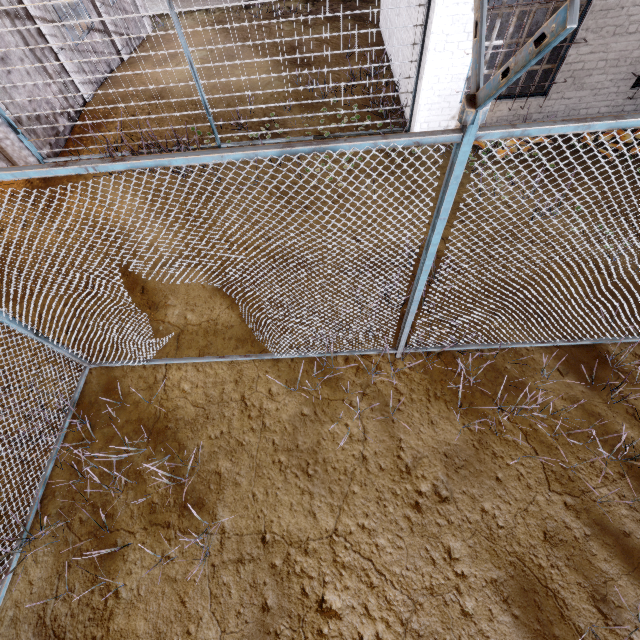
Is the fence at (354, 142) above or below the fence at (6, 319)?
above

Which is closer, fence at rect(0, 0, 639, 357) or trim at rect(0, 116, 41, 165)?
fence at rect(0, 0, 639, 357)

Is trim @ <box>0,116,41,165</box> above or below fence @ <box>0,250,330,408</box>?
below

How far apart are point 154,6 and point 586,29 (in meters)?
14.58

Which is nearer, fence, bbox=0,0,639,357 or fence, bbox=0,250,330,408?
fence, bbox=0,0,639,357

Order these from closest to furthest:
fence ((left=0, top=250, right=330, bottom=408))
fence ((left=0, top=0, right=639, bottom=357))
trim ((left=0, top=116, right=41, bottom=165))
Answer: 1. fence ((left=0, top=0, right=639, bottom=357))
2. fence ((left=0, top=250, right=330, bottom=408))
3. trim ((left=0, top=116, right=41, bottom=165))

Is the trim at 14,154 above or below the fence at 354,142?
below
